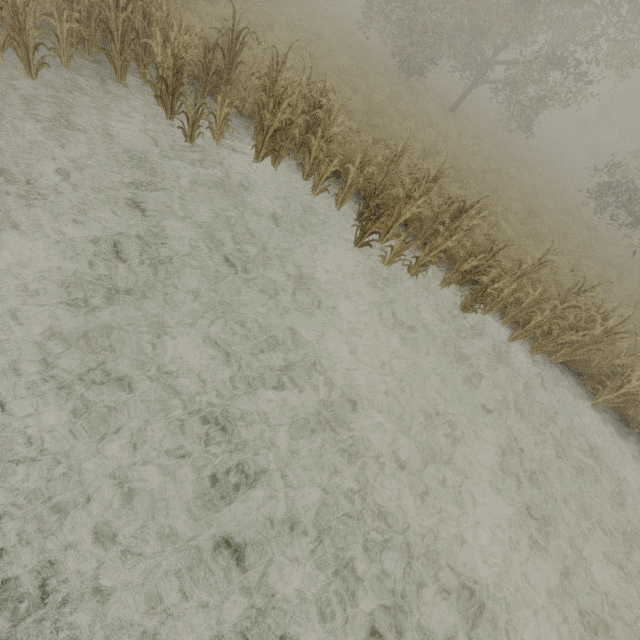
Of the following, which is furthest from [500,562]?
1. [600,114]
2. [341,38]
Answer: [600,114]
